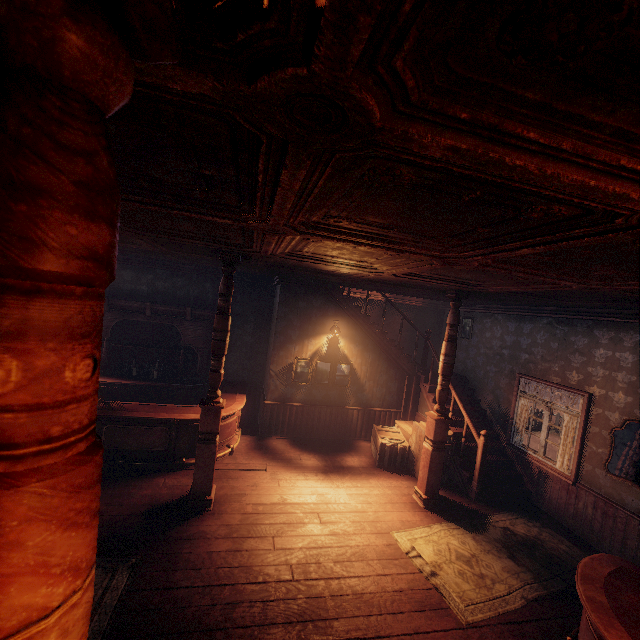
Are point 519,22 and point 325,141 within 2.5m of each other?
yes

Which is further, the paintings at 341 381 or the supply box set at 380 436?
the paintings at 341 381

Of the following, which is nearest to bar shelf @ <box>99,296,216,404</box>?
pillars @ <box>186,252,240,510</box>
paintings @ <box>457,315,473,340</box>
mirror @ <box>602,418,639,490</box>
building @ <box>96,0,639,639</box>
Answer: building @ <box>96,0,639,639</box>

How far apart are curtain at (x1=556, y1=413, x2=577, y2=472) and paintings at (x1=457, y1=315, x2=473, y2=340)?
3.1m

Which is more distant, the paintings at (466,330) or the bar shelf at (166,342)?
the paintings at (466,330)

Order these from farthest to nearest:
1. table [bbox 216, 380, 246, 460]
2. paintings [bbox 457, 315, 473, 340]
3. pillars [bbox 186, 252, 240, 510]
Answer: paintings [bbox 457, 315, 473, 340] < table [bbox 216, 380, 246, 460] < pillars [bbox 186, 252, 240, 510]

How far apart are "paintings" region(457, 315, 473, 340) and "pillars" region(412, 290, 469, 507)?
3.5 meters

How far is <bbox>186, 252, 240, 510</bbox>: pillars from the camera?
4.8m
